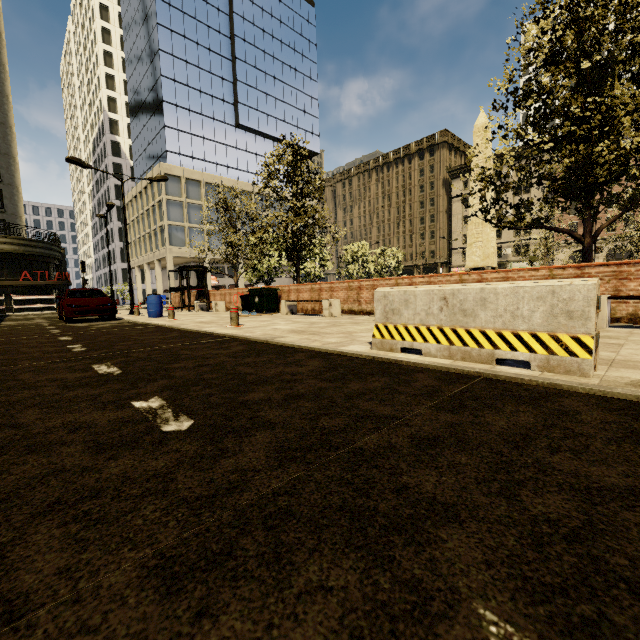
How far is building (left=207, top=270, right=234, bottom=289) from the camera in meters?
42.8 m

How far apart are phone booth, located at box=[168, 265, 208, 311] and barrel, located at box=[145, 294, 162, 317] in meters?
4.4

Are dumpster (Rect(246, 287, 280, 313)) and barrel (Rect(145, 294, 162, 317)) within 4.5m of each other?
yes

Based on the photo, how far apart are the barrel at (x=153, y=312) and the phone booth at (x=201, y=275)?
4.4m

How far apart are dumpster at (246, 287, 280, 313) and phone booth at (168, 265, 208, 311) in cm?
603

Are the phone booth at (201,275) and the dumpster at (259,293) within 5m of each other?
no

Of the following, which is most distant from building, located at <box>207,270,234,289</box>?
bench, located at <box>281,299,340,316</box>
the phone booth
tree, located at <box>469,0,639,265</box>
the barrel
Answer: bench, located at <box>281,299,340,316</box>

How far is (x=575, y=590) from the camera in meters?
0.9
